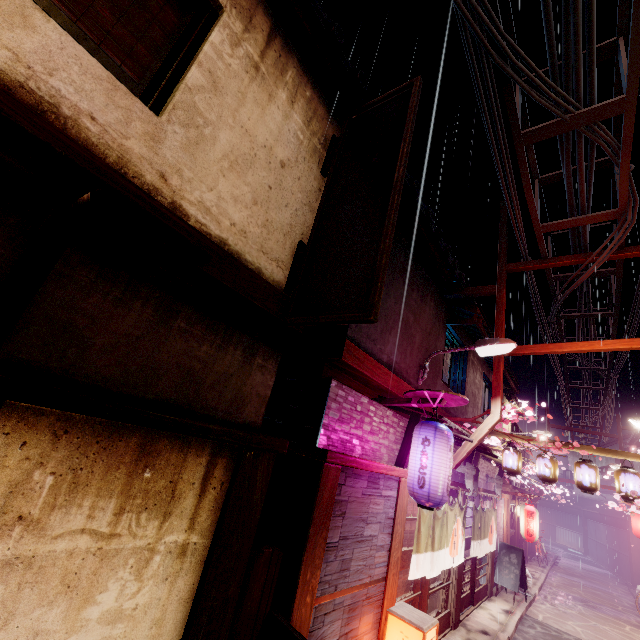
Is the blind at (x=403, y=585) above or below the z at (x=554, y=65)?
below

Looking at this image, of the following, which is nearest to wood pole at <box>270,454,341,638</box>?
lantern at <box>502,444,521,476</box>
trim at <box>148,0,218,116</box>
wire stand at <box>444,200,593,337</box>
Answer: wire stand at <box>444,200,593,337</box>

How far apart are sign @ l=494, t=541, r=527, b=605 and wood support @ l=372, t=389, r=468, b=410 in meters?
16.5

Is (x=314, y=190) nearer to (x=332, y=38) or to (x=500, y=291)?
(x=332, y=38)

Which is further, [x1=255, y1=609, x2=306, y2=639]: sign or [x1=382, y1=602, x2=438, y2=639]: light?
[x1=382, y1=602, x2=438, y2=639]: light

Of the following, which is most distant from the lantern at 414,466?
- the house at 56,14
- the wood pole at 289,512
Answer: the house at 56,14

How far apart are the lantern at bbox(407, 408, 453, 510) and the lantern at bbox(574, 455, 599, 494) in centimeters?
1027cm

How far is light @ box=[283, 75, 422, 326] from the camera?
5.5 meters
